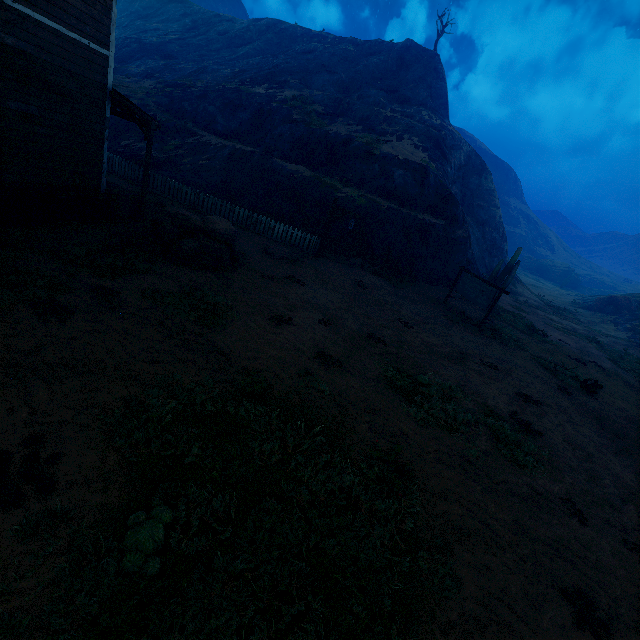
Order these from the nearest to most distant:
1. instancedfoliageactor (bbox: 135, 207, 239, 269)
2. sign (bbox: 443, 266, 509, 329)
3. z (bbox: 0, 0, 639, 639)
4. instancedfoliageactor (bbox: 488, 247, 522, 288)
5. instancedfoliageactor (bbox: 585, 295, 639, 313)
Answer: z (bbox: 0, 0, 639, 639), instancedfoliageactor (bbox: 135, 207, 239, 269), sign (bbox: 443, 266, 509, 329), instancedfoliageactor (bbox: 488, 247, 522, 288), instancedfoliageactor (bbox: 585, 295, 639, 313)

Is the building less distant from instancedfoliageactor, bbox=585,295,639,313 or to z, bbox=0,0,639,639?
z, bbox=0,0,639,639

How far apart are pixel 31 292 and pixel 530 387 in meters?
14.1

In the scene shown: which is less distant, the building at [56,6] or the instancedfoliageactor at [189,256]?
the building at [56,6]

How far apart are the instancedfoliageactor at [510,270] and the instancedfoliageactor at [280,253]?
15.6m

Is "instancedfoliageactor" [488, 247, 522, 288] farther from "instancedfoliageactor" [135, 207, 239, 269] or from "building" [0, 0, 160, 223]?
"building" [0, 0, 160, 223]

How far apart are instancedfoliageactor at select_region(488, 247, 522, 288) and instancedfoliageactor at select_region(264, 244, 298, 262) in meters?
15.6 m

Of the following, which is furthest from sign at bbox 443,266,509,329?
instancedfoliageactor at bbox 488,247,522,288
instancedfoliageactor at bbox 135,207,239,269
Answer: instancedfoliageactor at bbox 135,207,239,269
